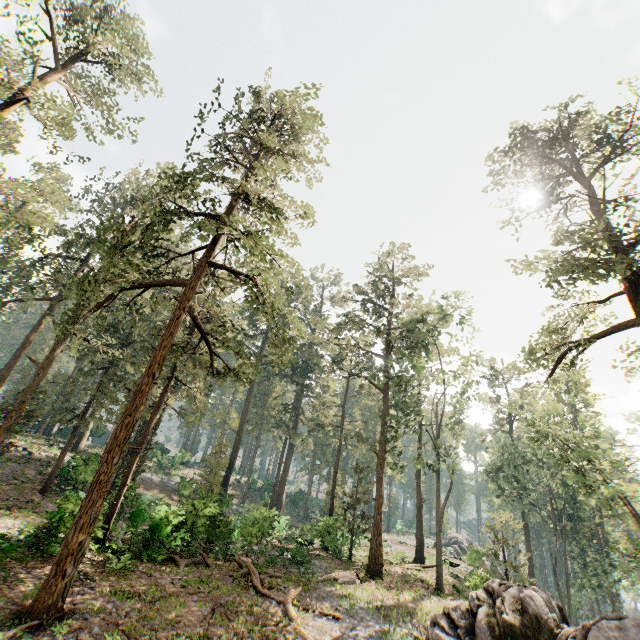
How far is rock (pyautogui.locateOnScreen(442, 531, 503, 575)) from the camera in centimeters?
3300cm

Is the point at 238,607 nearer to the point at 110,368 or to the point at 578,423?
the point at 110,368

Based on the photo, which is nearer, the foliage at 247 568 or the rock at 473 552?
the foliage at 247 568

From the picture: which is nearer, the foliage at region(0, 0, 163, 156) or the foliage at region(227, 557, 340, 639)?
the foliage at region(227, 557, 340, 639)

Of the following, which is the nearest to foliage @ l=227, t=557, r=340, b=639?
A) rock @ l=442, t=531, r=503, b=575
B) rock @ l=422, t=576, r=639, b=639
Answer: rock @ l=422, t=576, r=639, b=639

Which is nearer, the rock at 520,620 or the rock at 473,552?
the rock at 520,620
